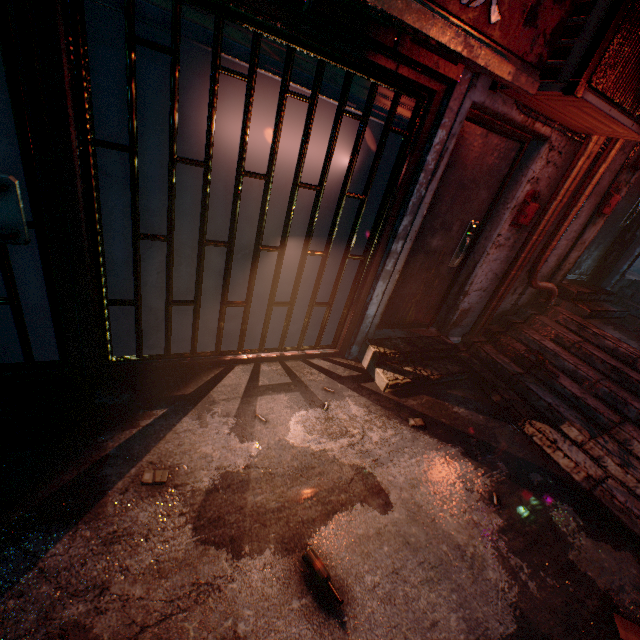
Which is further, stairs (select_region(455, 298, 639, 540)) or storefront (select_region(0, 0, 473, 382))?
stairs (select_region(455, 298, 639, 540))

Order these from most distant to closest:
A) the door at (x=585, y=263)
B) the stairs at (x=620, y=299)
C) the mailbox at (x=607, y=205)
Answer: the stairs at (x=620, y=299) → the door at (x=585, y=263) → the mailbox at (x=607, y=205)

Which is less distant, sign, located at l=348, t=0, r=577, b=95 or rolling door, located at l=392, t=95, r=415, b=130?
sign, located at l=348, t=0, r=577, b=95

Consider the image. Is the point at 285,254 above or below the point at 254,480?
above

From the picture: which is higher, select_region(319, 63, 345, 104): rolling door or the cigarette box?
select_region(319, 63, 345, 104): rolling door

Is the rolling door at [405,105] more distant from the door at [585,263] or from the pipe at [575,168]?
the door at [585,263]

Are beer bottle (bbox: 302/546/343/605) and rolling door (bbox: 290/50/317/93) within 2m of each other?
no

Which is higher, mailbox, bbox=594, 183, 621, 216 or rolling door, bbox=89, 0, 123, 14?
rolling door, bbox=89, 0, 123, 14
